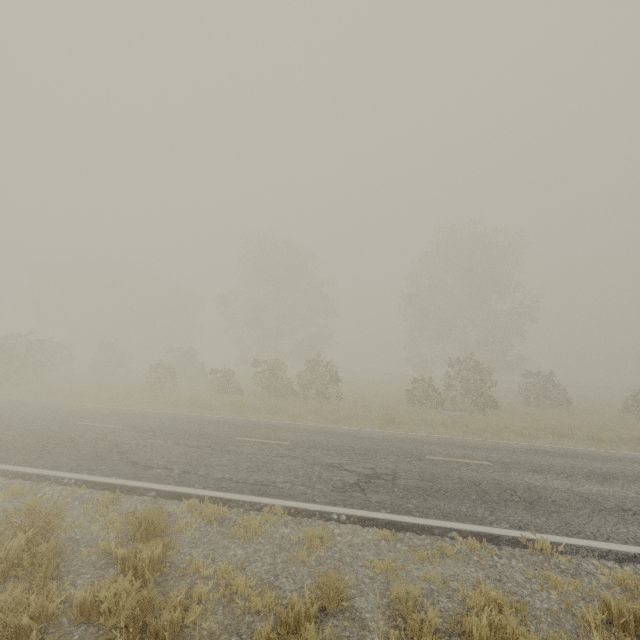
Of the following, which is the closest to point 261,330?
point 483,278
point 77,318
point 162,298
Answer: point 162,298
